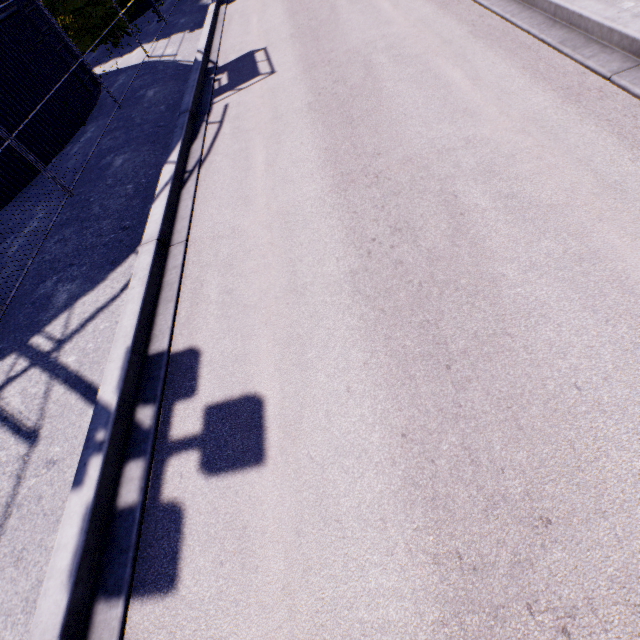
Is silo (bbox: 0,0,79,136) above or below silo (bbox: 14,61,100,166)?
above

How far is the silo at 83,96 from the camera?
10.1m

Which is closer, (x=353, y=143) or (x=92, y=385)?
(x=92, y=385)

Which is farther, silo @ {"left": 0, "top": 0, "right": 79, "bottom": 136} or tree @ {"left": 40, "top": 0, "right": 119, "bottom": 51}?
tree @ {"left": 40, "top": 0, "right": 119, "bottom": 51}

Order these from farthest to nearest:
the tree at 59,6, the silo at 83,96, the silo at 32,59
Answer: the tree at 59,6 < the silo at 83,96 < the silo at 32,59

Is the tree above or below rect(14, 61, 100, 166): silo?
above

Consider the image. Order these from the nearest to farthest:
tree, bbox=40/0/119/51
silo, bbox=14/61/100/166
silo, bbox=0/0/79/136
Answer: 1. silo, bbox=0/0/79/136
2. silo, bbox=14/61/100/166
3. tree, bbox=40/0/119/51
